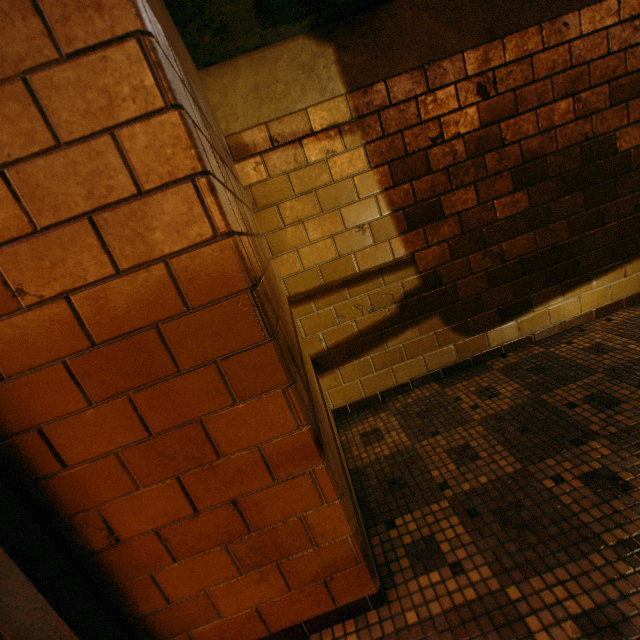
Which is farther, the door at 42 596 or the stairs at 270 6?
the stairs at 270 6

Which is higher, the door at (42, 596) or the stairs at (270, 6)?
the stairs at (270, 6)

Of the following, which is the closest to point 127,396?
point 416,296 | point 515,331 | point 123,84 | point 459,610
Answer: point 123,84

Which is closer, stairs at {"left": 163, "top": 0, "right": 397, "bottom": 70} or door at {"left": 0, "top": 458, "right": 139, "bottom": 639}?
door at {"left": 0, "top": 458, "right": 139, "bottom": 639}

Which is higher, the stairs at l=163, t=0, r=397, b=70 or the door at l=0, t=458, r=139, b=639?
the stairs at l=163, t=0, r=397, b=70
